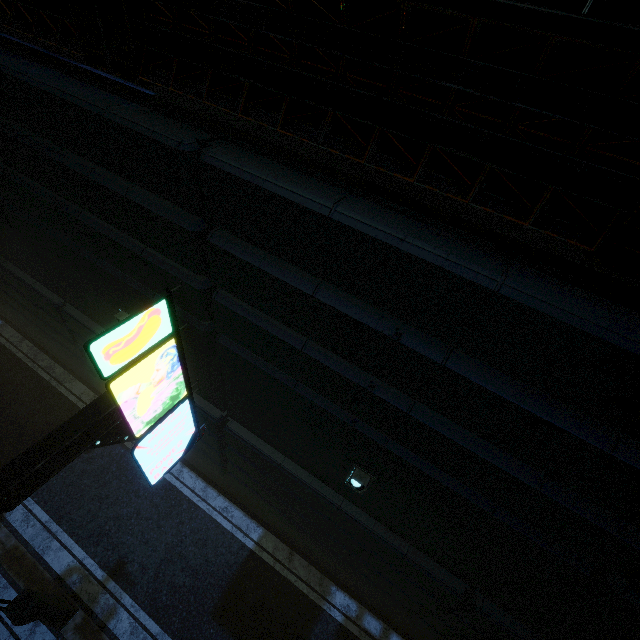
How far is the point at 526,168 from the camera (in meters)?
2.39

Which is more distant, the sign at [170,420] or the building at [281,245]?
the sign at [170,420]

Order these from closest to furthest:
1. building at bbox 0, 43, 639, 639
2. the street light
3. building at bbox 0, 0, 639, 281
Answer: building at bbox 0, 0, 639, 281
building at bbox 0, 43, 639, 639
the street light

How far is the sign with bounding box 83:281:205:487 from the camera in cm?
432

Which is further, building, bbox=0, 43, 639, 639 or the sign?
the sign

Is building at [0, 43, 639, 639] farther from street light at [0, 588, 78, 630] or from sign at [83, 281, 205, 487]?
street light at [0, 588, 78, 630]

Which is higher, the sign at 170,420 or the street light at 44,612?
the sign at 170,420

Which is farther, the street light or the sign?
the street light
